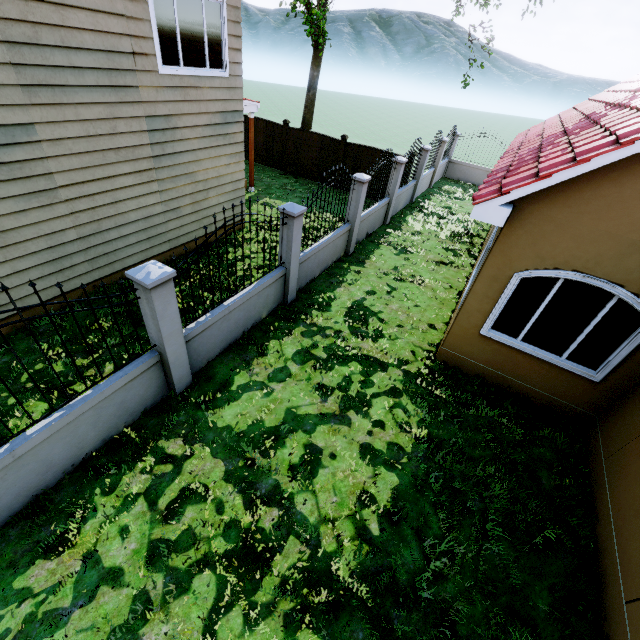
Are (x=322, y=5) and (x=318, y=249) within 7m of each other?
no

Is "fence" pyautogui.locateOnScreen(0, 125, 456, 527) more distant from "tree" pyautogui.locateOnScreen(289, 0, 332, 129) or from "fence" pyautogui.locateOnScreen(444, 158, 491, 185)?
"fence" pyautogui.locateOnScreen(444, 158, 491, 185)

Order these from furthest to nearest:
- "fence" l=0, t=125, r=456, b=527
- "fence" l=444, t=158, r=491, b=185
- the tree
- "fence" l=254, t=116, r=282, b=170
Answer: "fence" l=444, t=158, r=491, b=185
"fence" l=254, t=116, r=282, b=170
the tree
"fence" l=0, t=125, r=456, b=527

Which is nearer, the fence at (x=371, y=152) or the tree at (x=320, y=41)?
the fence at (x=371, y=152)

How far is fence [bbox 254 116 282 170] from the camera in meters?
15.3

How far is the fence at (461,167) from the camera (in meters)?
18.50

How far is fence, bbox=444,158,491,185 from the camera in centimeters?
1850cm
